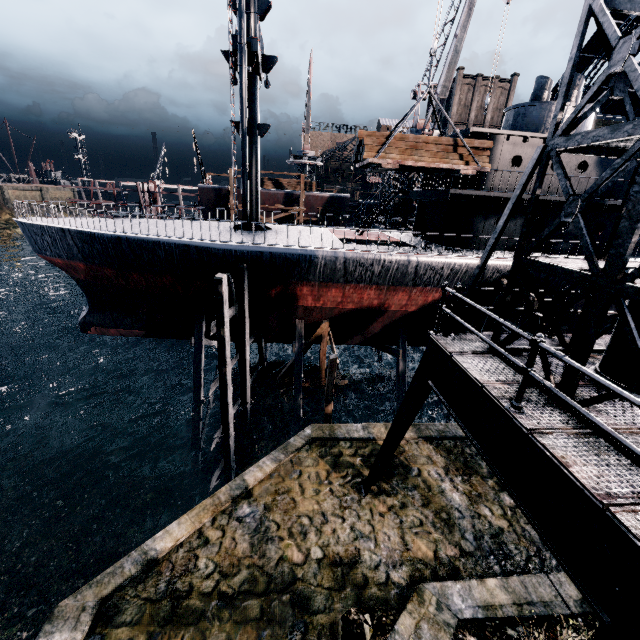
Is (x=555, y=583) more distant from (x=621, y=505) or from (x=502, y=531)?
(x=621, y=505)

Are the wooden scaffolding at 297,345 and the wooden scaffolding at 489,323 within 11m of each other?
yes

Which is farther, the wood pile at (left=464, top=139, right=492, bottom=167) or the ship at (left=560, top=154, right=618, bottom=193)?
the ship at (left=560, top=154, right=618, bottom=193)

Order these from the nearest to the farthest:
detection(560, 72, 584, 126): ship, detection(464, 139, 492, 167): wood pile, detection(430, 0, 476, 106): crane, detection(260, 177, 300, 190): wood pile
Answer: detection(464, 139, 492, 167): wood pile
detection(560, 72, 584, 126): ship
detection(430, 0, 476, 106): crane
detection(260, 177, 300, 190): wood pile

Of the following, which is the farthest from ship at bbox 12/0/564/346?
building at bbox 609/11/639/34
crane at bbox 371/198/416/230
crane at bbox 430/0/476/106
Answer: building at bbox 609/11/639/34

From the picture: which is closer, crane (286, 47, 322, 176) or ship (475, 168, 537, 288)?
ship (475, 168, 537, 288)

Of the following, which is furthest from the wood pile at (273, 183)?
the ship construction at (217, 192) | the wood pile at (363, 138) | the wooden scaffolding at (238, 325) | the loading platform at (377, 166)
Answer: the wood pile at (363, 138)

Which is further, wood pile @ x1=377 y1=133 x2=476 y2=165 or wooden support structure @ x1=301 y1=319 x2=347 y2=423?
wooden support structure @ x1=301 y1=319 x2=347 y2=423
